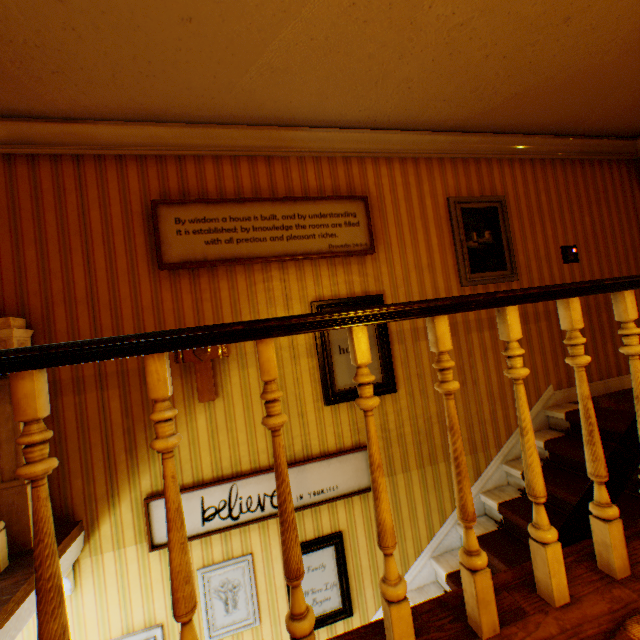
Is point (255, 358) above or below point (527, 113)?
below

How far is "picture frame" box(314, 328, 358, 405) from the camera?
3.04m

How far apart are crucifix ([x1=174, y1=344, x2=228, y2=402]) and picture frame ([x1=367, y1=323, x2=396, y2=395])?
0.8 meters

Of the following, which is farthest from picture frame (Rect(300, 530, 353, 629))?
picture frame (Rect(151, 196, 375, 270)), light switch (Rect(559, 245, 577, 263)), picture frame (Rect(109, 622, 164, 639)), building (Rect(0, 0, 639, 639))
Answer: light switch (Rect(559, 245, 577, 263))

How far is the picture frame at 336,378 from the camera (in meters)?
3.04

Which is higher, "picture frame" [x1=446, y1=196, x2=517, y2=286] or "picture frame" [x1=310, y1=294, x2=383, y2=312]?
"picture frame" [x1=446, y1=196, x2=517, y2=286]

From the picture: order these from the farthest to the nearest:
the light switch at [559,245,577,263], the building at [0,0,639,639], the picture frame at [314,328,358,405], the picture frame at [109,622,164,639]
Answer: the light switch at [559,245,577,263] < the picture frame at [314,328,358,405] < the picture frame at [109,622,164,639] < the building at [0,0,639,639]

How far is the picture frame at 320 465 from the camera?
2.9 meters
